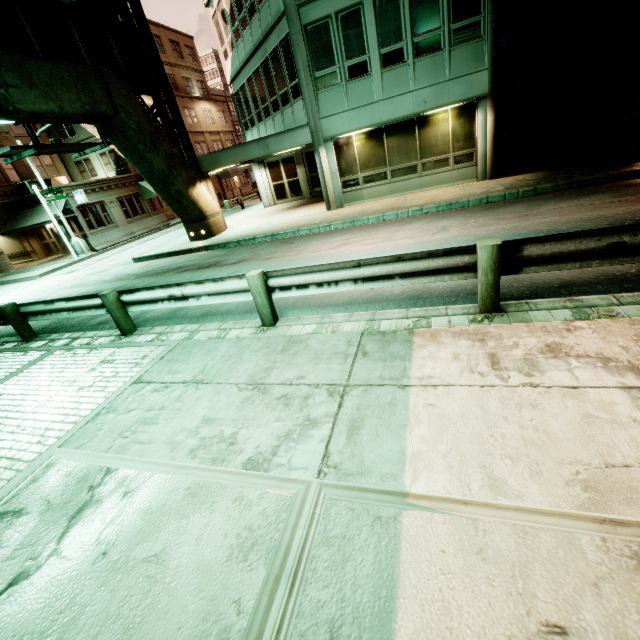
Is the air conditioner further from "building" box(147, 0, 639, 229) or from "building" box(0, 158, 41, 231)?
"building" box(147, 0, 639, 229)

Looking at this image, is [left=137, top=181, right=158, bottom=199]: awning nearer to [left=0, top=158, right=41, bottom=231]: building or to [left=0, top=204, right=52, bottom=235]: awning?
[left=0, top=158, right=41, bottom=231]: building

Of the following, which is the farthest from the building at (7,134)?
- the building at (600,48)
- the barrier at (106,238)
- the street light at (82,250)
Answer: the building at (600,48)

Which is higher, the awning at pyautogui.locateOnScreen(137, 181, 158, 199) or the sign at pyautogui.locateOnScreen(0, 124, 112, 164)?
the sign at pyautogui.locateOnScreen(0, 124, 112, 164)

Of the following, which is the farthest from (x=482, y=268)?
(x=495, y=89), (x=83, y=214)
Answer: (x=83, y=214)

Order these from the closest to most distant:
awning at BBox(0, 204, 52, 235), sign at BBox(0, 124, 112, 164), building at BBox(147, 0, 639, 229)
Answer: sign at BBox(0, 124, 112, 164) → building at BBox(147, 0, 639, 229) → awning at BBox(0, 204, 52, 235)

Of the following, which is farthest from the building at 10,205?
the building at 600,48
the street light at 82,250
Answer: the building at 600,48

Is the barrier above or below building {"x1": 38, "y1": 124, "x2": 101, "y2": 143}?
below
